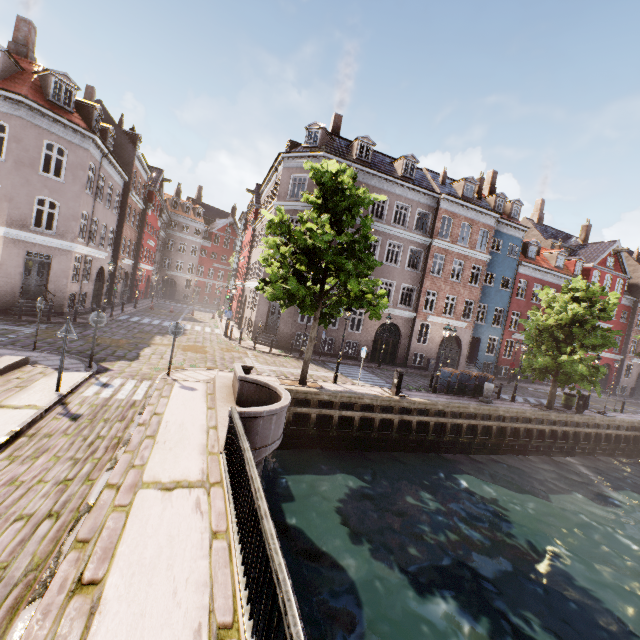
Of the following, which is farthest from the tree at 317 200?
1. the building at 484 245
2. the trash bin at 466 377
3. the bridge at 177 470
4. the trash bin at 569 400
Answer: the building at 484 245

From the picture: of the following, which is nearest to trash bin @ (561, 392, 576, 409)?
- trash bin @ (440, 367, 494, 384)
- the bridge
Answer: trash bin @ (440, 367, 494, 384)

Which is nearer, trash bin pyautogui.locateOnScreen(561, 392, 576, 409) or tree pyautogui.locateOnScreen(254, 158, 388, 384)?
tree pyautogui.locateOnScreen(254, 158, 388, 384)

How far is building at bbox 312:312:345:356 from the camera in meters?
23.5

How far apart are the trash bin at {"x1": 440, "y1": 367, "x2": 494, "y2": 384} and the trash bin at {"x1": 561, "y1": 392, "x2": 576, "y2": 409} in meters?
6.7 m

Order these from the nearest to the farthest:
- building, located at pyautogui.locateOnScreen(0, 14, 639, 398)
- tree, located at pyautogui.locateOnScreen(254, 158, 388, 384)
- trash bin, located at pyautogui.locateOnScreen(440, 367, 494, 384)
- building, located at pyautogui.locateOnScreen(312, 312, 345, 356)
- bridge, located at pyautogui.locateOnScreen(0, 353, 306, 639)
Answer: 1. bridge, located at pyautogui.locateOnScreen(0, 353, 306, 639)
2. tree, located at pyautogui.locateOnScreen(254, 158, 388, 384)
3. building, located at pyautogui.locateOnScreen(0, 14, 639, 398)
4. trash bin, located at pyautogui.locateOnScreen(440, 367, 494, 384)
5. building, located at pyautogui.locateOnScreen(312, 312, 345, 356)

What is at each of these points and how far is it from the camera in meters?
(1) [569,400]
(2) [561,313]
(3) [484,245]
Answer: (1) trash bin, 20.7
(2) tree, 18.3
(3) building, 28.1
